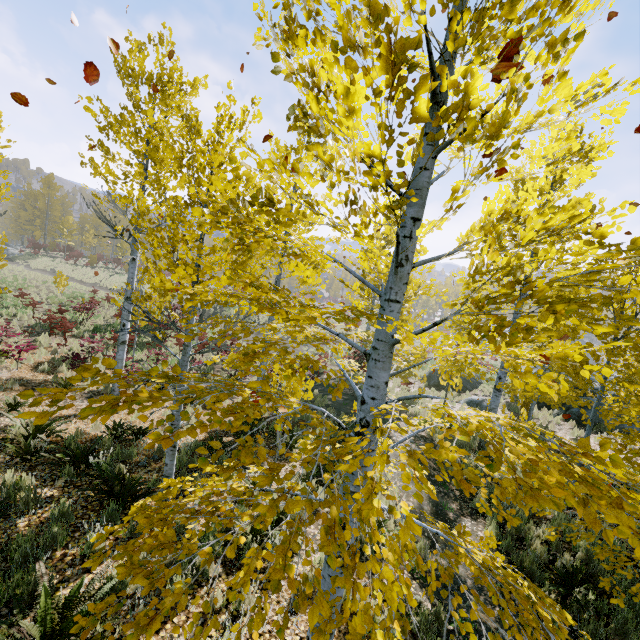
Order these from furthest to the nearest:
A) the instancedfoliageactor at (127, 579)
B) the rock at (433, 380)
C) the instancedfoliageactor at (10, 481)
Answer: the rock at (433, 380), the instancedfoliageactor at (10, 481), the instancedfoliageactor at (127, 579)

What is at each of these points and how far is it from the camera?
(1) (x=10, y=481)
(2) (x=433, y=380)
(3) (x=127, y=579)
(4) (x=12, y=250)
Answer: (1) instancedfoliageactor, 5.10m
(2) rock, 20.92m
(3) instancedfoliageactor, 4.02m
(4) rock, 38.91m

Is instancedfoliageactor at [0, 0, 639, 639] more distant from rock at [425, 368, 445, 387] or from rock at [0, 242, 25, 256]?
rock at [425, 368, 445, 387]

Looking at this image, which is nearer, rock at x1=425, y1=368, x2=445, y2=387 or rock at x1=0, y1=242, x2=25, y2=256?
rock at x1=425, y1=368, x2=445, y2=387

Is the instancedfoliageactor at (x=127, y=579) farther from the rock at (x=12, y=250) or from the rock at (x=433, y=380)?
the rock at (x=433, y=380)

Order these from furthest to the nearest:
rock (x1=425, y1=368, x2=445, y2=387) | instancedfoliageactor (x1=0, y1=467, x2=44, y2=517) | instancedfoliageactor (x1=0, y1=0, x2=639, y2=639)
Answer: rock (x1=425, y1=368, x2=445, y2=387)
instancedfoliageactor (x1=0, y1=467, x2=44, y2=517)
instancedfoliageactor (x1=0, y1=0, x2=639, y2=639)

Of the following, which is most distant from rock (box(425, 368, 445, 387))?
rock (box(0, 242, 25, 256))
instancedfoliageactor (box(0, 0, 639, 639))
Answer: rock (box(0, 242, 25, 256))

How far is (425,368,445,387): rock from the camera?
20.6 meters
